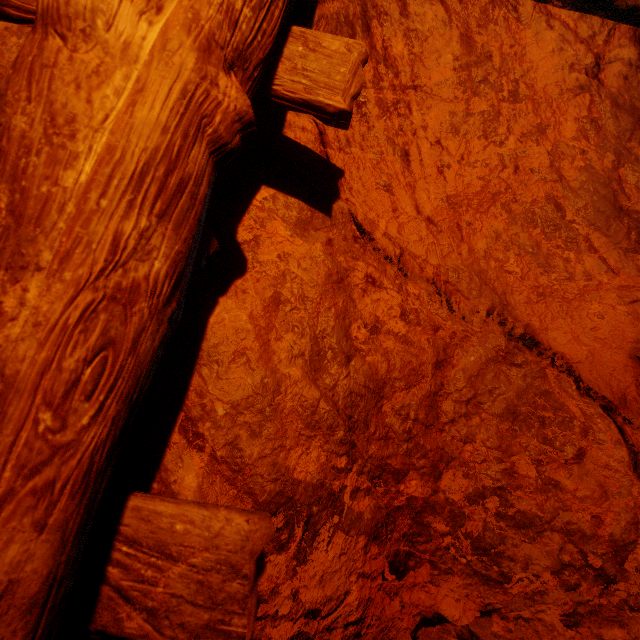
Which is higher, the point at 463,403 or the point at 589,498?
the point at 463,403
